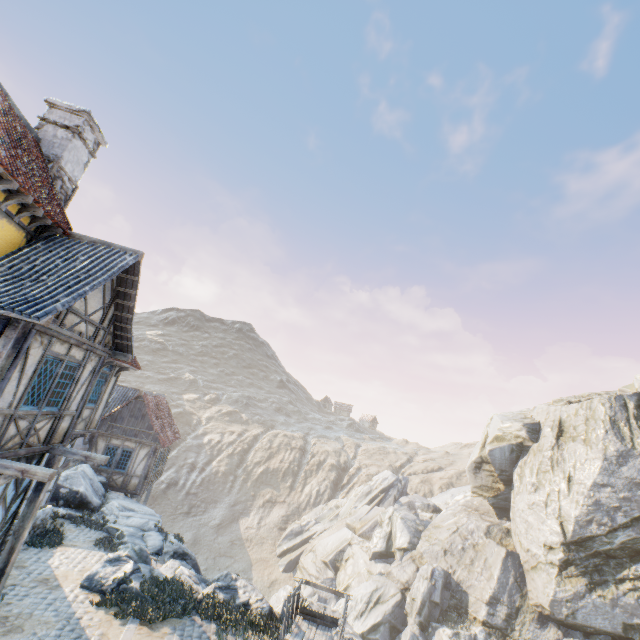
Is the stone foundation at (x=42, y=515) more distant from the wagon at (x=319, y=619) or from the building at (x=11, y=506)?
the wagon at (x=319, y=619)

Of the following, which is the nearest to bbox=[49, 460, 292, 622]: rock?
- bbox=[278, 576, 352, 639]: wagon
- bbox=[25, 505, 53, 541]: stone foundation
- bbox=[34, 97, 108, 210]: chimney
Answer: bbox=[278, 576, 352, 639]: wagon

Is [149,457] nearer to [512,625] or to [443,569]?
[443,569]

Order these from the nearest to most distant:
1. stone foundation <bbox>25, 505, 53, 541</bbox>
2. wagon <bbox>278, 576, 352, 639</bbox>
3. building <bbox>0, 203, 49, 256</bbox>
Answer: building <bbox>0, 203, 49, 256</bbox> < wagon <bbox>278, 576, 352, 639</bbox> < stone foundation <bbox>25, 505, 53, 541</bbox>

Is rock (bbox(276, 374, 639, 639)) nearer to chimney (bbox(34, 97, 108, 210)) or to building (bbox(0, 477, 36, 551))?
building (bbox(0, 477, 36, 551))

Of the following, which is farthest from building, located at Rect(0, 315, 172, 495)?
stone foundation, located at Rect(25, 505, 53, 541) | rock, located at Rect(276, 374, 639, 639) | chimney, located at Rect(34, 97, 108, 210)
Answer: rock, located at Rect(276, 374, 639, 639)

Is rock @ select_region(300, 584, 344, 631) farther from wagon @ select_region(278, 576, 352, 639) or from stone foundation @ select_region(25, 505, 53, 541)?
stone foundation @ select_region(25, 505, 53, 541)

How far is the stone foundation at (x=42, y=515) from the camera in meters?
11.9
